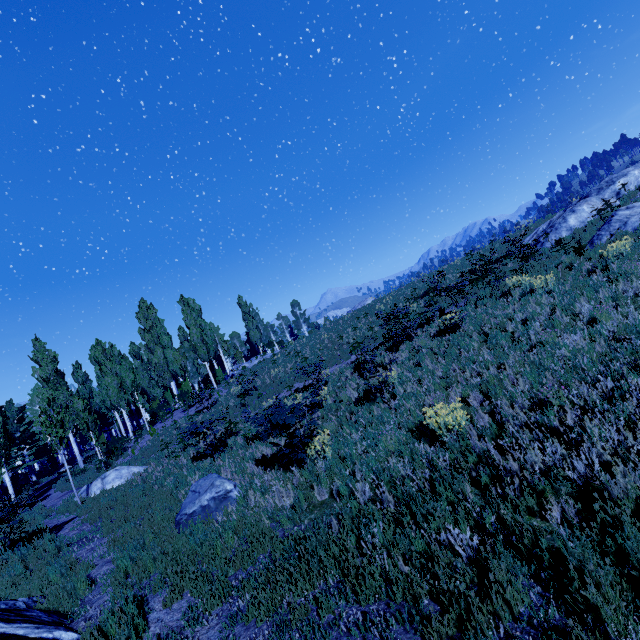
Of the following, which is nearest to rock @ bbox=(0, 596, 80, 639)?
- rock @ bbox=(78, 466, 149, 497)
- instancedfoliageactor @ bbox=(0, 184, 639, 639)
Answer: instancedfoliageactor @ bbox=(0, 184, 639, 639)

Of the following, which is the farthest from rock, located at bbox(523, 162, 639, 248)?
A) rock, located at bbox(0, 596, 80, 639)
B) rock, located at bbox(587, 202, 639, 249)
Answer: rock, located at bbox(0, 596, 80, 639)

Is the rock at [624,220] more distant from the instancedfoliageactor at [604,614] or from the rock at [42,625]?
the rock at [42,625]

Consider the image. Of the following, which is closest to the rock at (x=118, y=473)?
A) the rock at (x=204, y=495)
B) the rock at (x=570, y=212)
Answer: the rock at (x=204, y=495)

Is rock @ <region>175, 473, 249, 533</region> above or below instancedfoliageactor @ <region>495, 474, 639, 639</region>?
above

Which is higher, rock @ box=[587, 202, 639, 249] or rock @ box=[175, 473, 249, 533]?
rock @ box=[587, 202, 639, 249]

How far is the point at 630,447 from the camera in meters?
4.0

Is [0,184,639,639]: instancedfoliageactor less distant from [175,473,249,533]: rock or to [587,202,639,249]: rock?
[175,473,249,533]: rock
